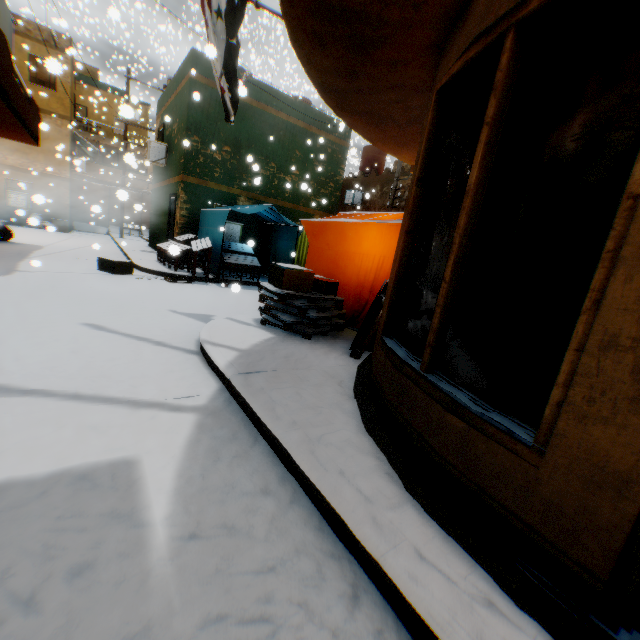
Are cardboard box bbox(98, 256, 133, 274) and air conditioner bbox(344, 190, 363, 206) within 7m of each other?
no

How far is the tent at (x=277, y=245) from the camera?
11.5m

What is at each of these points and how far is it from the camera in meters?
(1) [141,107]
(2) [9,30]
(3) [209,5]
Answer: (1) building, 28.9 m
(2) dryer, 8.2 m
(3) flag, 5.1 m

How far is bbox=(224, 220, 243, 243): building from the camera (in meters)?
11.91

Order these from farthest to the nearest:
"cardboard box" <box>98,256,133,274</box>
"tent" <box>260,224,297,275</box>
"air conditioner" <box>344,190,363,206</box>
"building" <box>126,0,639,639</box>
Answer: "air conditioner" <box>344,190,363,206</box> → "tent" <box>260,224,297,275</box> → "cardboard box" <box>98,256,133,274</box> → "building" <box>126,0,639,639</box>

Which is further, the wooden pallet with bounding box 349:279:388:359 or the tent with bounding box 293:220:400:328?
the tent with bounding box 293:220:400:328

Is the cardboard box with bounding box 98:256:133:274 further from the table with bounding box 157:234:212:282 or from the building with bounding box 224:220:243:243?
the building with bounding box 224:220:243:243

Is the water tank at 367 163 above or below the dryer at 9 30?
above
